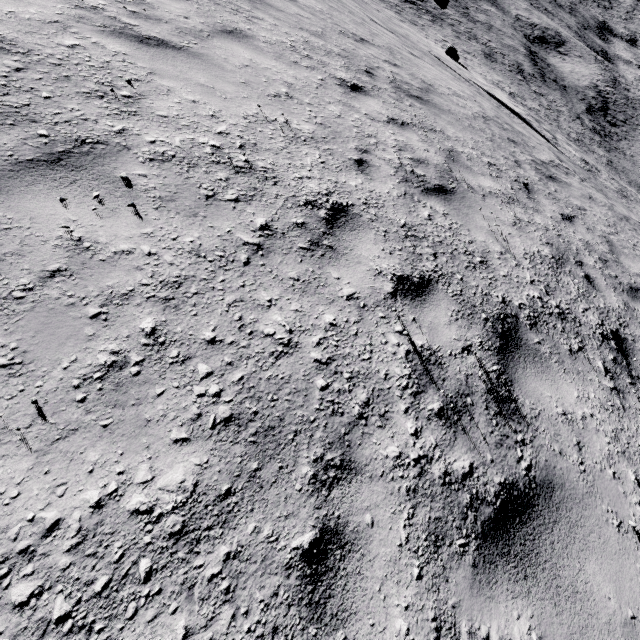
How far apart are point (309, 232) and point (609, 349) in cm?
405
